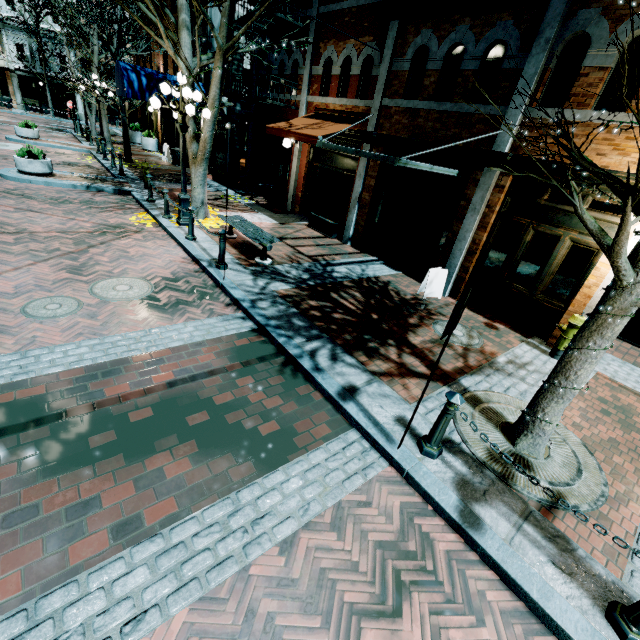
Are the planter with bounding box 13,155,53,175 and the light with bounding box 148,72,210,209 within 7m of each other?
yes

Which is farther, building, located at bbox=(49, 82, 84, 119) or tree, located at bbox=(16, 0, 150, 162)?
building, located at bbox=(49, 82, 84, 119)

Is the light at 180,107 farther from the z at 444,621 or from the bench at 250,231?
the z at 444,621

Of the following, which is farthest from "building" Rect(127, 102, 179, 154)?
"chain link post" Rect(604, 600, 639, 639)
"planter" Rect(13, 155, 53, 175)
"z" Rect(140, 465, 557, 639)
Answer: "planter" Rect(13, 155, 53, 175)

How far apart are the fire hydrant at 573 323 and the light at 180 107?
9.4m

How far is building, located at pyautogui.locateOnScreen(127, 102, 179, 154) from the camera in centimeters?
2120cm

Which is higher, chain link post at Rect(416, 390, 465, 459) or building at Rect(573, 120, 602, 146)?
building at Rect(573, 120, 602, 146)

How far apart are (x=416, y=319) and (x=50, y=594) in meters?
6.4
